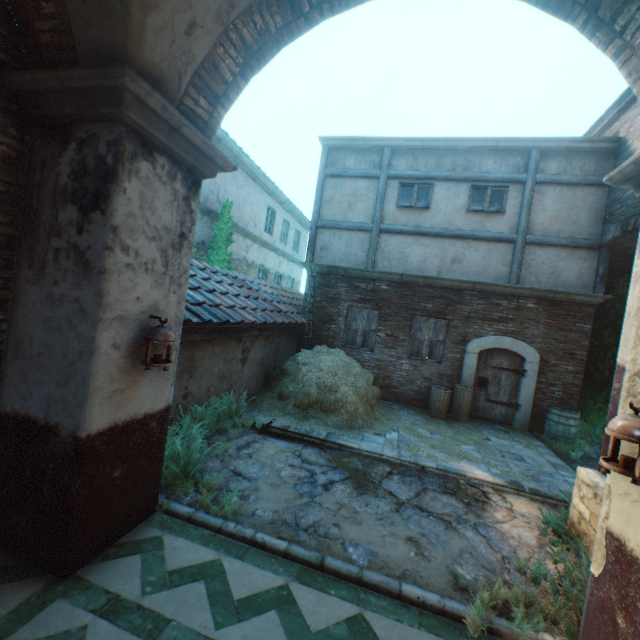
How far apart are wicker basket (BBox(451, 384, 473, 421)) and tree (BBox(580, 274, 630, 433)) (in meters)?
3.30

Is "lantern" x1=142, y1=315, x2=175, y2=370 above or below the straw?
above

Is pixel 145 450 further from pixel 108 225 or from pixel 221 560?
pixel 108 225

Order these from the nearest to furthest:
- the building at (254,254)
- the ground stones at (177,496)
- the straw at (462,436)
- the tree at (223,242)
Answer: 1. the building at (254,254)
2. the ground stones at (177,496)
3. the straw at (462,436)
4. the tree at (223,242)

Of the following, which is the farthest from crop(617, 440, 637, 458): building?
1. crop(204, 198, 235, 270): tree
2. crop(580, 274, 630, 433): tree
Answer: crop(204, 198, 235, 270): tree

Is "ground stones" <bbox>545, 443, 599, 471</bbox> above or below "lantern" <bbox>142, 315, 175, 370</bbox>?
below

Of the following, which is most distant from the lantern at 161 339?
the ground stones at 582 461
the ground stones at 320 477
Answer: the ground stones at 582 461

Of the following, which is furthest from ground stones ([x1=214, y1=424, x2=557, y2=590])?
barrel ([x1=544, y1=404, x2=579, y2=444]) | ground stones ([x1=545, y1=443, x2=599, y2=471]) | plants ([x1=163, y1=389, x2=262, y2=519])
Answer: barrel ([x1=544, y1=404, x2=579, y2=444])
